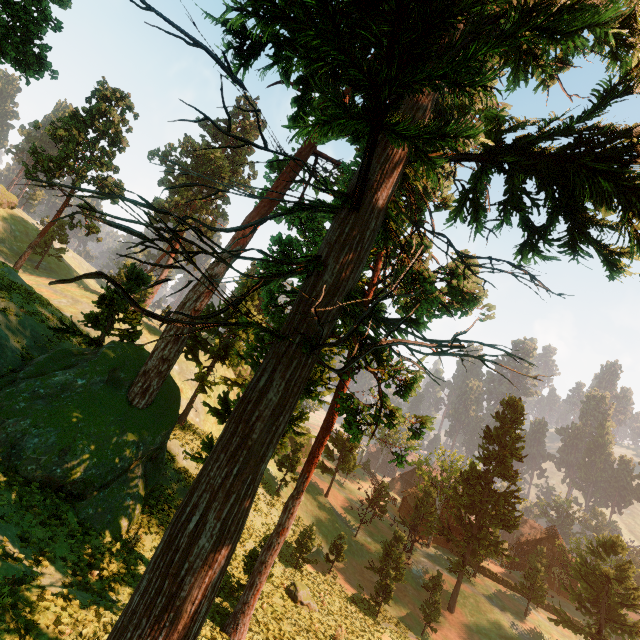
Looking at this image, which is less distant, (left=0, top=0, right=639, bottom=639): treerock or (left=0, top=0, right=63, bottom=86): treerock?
(left=0, top=0, right=639, bottom=639): treerock

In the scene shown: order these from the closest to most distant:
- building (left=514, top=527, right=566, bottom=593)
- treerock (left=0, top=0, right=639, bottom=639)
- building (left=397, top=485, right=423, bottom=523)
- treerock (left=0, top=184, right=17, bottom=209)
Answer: treerock (left=0, top=0, right=639, bottom=639) < treerock (left=0, top=184, right=17, bottom=209) < building (left=514, top=527, right=566, bottom=593) < building (left=397, top=485, right=423, bottom=523)

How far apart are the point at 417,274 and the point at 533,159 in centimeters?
508cm

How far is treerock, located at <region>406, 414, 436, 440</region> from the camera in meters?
12.2 m

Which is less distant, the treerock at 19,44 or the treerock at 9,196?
the treerock at 19,44

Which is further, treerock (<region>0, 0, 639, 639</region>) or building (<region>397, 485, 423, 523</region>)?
building (<region>397, 485, 423, 523</region>)
